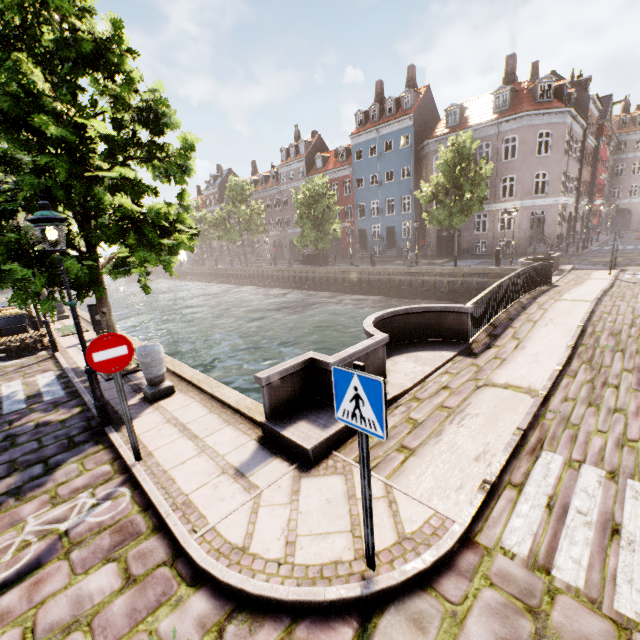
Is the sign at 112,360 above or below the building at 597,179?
below

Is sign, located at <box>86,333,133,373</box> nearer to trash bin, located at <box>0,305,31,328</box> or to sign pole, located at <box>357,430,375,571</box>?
sign pole, located at <box>357,430,375,571</box>

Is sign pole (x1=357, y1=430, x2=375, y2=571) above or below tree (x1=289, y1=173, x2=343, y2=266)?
below

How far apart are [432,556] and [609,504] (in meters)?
2.15

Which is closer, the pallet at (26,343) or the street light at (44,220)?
the street light at (44,220)

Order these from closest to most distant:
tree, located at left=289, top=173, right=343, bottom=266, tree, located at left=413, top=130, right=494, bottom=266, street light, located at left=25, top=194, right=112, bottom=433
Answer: street light, located at left=25, top=194, right=112, bottom=433, tree, located at left=413, top=130, right=494, bottom=266, tree, located at left=289, top=173, right=343, bottom=266

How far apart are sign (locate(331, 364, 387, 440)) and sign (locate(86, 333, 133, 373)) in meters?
3.3

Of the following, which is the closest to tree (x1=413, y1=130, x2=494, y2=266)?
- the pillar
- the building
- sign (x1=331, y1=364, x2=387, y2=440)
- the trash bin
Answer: the pillar
